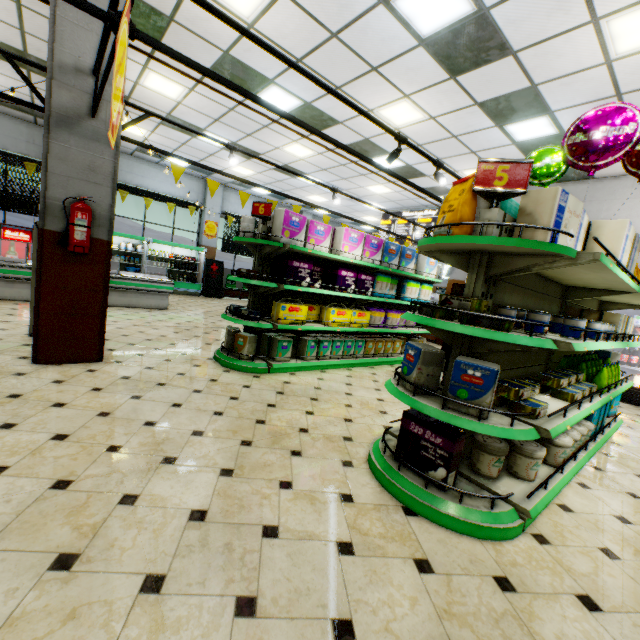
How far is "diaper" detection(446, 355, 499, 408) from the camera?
2.1 meters

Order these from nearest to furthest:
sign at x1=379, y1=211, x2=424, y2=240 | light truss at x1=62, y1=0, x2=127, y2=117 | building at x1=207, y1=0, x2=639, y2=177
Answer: light truss at x1=62, y1=0, x2=127, y2=117
building at x1=207, y1=0, x2=639, y2=177
sign at x1=379, y1=211, x2=424, y2=240

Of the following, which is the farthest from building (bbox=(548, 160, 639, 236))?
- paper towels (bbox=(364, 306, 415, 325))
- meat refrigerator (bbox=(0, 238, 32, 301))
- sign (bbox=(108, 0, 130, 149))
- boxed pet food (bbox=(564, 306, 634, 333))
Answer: sign (bbox=(108, 0, 130, 149))

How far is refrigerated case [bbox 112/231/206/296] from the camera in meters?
12.2

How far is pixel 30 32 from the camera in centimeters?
569cm

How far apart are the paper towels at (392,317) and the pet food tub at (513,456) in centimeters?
330cm

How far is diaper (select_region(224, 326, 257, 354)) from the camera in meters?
4.8

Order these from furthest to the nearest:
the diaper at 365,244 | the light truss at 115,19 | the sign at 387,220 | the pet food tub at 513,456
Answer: the sign at 387,220 < the diaper at 365,244 < the pet food tub at 513,456 < the light truss at 115,19
